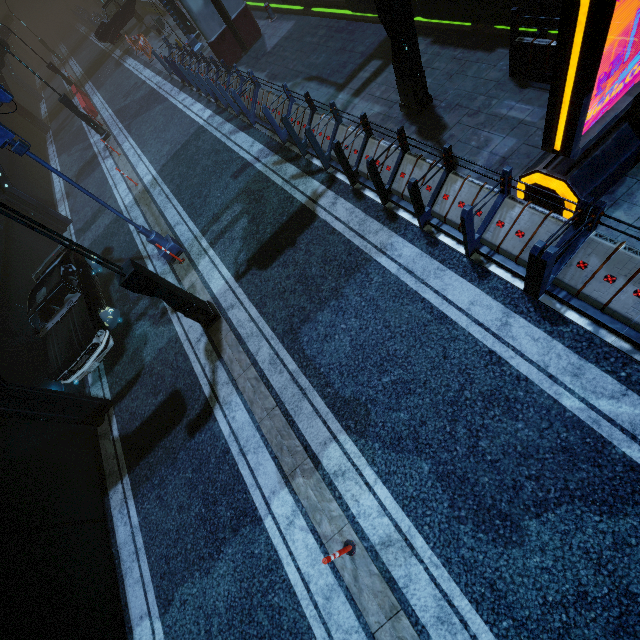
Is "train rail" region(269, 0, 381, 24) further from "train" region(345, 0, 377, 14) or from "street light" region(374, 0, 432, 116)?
"street light" region(374, 0, 432, 116)

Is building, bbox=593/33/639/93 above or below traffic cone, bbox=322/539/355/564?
above

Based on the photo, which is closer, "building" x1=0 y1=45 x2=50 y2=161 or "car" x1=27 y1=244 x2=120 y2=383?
"car" x1=27 y1=244 x2=120 y2=383

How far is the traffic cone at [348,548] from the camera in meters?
4.3

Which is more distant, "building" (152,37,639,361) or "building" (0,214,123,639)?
"building" (0,214,123,639)

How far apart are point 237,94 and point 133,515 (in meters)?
12.48

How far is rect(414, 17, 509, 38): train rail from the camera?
9.1m

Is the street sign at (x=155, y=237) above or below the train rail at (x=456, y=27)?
above
